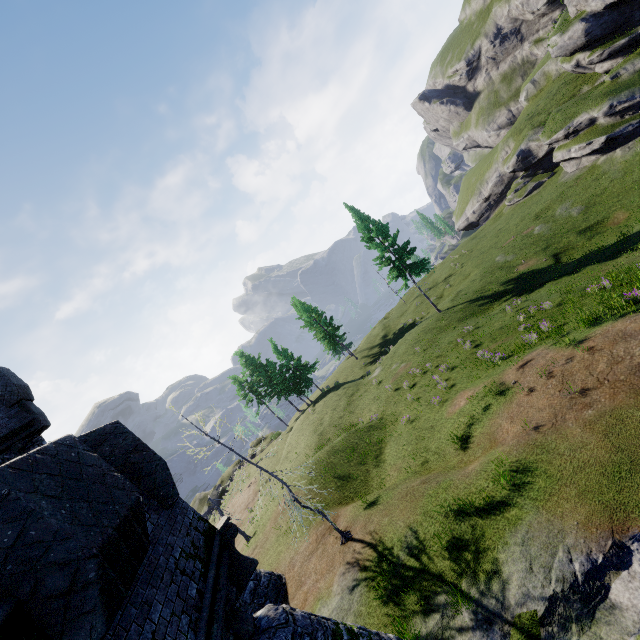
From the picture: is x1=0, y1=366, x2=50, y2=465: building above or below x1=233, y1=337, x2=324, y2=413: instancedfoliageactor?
above

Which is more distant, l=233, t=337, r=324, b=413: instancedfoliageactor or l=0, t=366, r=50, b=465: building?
l=233, t=337, r=324, b=413: instancedfoliageactor

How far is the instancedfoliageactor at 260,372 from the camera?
43.53m

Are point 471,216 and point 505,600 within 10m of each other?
no

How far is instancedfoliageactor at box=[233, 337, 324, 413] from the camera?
43.5m

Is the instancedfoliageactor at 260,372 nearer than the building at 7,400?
No
